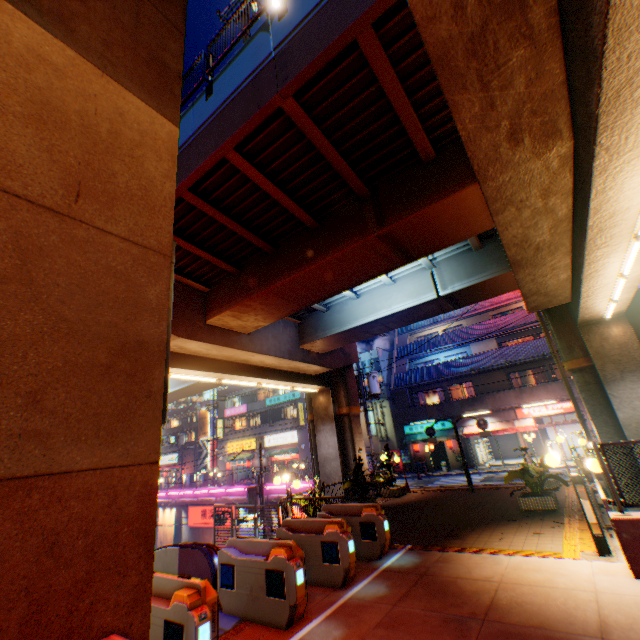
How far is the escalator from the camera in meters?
7.0 m

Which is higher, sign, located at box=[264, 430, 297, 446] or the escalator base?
sign, located at box=[264, 430, 297, 446]

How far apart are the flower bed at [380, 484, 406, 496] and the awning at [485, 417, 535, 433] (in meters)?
11.29

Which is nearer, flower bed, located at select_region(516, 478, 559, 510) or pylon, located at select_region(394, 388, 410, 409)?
flower bed, located at select_region(516, 478, 559, 510)

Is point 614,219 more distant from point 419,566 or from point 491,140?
point 419,566

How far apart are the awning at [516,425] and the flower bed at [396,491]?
11.3 meters

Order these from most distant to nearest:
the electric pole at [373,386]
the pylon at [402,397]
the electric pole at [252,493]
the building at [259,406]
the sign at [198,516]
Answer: the building at [259,406]
the pylon at [402,397]
the sign at [198,516]
the electric pole at [373,386]
the electric pole at [252,493]

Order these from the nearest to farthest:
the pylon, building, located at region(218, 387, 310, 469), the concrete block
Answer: the concrete block → the pylon → building, located at region(218, 387, 310, 469)
